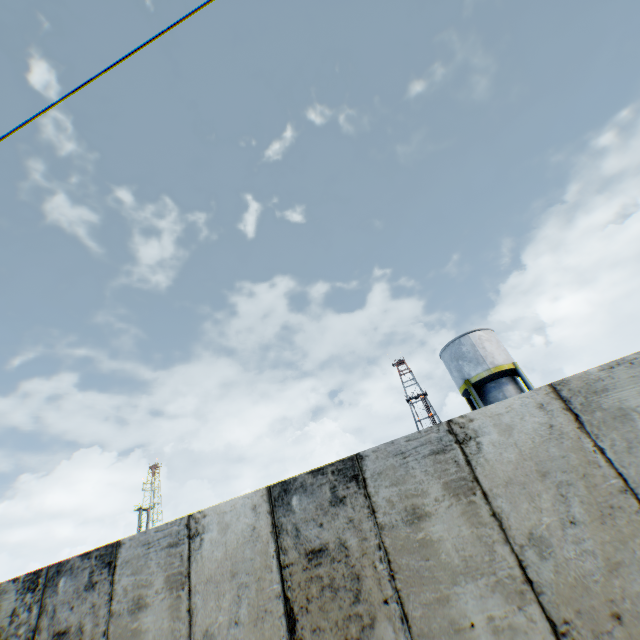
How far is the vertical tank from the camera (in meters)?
20.12

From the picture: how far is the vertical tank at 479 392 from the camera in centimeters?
2012cm

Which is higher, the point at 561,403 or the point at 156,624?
the point at 561,403
